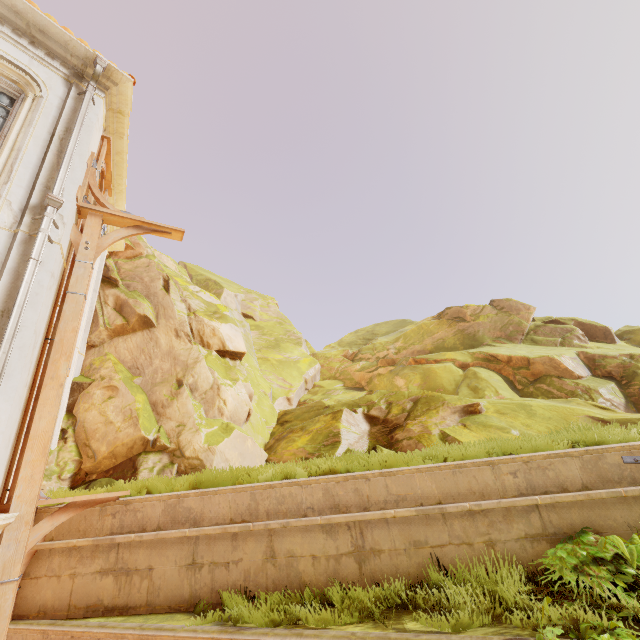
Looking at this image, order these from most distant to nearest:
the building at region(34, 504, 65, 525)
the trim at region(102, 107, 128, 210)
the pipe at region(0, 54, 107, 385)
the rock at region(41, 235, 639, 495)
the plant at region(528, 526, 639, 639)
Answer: the rock at region(41, 235, 639, 495) < the trim at region(102, 107, 128, 210) < the building at region(34, 504, 65, 525) < the pipe at region(0, 54, 107, 385) < the plant at region(528, 526, 639, 639)

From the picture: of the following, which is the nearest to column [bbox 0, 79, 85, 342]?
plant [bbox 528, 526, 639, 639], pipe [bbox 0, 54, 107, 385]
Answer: pipe [bbox 0, 54, 107, 385]

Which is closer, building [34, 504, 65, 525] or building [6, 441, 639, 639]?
building [6, 441, 639, 639]

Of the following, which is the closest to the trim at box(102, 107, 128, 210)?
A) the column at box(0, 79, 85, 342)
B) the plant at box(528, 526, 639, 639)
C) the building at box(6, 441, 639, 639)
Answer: the column at box(0, 79, 85, 342)

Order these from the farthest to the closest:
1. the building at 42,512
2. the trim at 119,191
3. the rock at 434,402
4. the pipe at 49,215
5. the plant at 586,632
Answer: the rock at 434,402 < the trim at 119,191 < the building at 42,512 < the pipe at 49,215 < the plant at 586,632

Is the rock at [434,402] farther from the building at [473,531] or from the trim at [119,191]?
the building at [473,531]

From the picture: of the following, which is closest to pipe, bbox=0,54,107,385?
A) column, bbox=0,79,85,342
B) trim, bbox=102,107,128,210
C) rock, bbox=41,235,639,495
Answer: column, bbox=0,79,85,342

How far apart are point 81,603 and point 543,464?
7.4 meters
